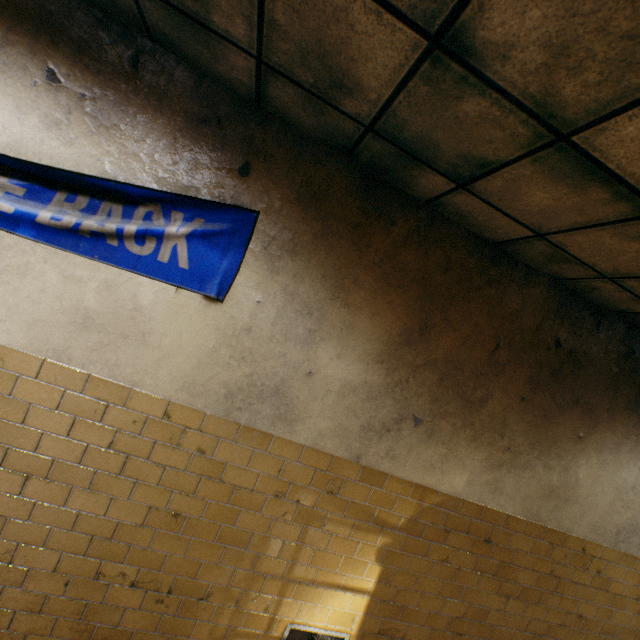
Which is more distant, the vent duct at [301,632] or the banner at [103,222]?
the vent duct at [301,632]

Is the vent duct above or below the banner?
below

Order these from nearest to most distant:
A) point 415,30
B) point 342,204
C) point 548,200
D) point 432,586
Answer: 1. point 415,30
2. point 548,200
3. point 342,204
4. point 432,586

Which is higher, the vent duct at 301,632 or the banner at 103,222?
the banner at 103,222

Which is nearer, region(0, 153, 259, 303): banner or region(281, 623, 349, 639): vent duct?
region(0, 153, 259, 303): banner
